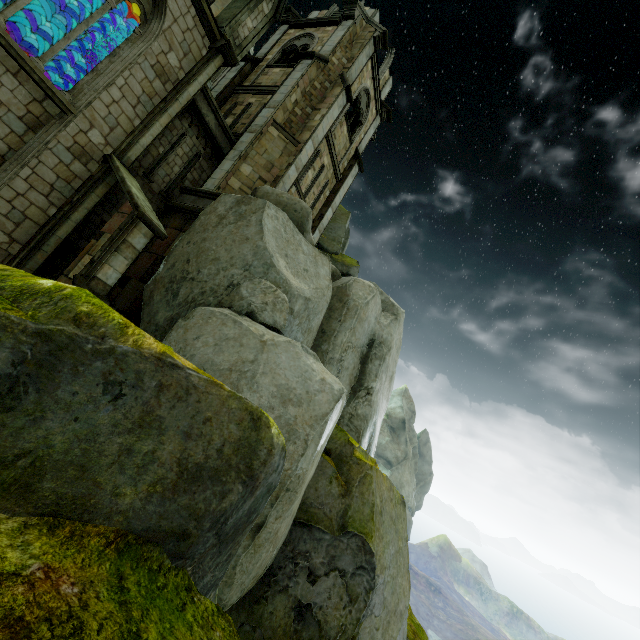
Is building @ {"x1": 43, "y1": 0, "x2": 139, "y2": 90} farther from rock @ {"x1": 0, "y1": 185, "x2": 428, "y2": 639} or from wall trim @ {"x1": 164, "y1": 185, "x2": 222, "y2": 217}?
wall trim @ {"x1": 164, "y1": 185, "x2": 222, "y2": 217}

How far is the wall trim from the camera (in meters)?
11.92

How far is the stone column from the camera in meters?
13.0 m

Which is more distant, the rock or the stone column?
the stone column

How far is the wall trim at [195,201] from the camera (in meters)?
11.92

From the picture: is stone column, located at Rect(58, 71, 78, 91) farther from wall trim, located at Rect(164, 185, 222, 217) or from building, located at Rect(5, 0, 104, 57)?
wall trim, located at Rect(164, 185, 222, 217)

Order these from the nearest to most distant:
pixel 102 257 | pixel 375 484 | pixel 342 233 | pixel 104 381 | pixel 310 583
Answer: pixel 104 381 → pixel 102 257 → pixel 310 583 → pixel 375 484 → pixel 342 233

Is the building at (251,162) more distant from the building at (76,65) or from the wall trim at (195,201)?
the building at (76,65)
